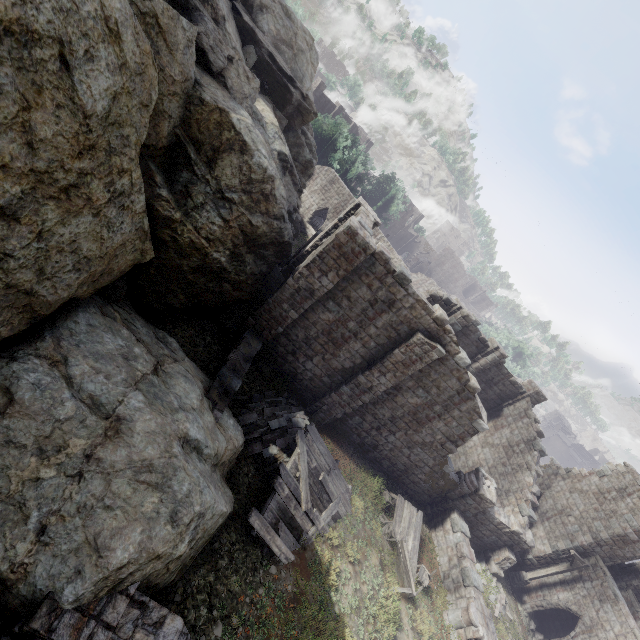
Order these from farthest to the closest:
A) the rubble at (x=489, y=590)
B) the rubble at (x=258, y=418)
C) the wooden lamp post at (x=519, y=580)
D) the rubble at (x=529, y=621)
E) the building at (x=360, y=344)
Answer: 1. the rubble at (x=529, y=621)
2. the wooden lamp post at (x=519, y=580)
3. the rubble at (x=489, y=590)
4. the building at (x=360, y=344)
5. the rubble at (x=258, y=418)

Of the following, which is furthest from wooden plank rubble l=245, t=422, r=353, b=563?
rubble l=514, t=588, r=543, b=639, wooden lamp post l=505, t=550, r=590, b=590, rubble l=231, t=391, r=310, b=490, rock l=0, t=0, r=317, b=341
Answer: rubble l=514, t=588, r=543, b=639

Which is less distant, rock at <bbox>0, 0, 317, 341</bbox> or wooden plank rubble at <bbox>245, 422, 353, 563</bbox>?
rock at <bbox>0, 0, 317, 341</bbox>

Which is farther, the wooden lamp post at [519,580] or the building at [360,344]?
the wooden lamp post at [519,580]

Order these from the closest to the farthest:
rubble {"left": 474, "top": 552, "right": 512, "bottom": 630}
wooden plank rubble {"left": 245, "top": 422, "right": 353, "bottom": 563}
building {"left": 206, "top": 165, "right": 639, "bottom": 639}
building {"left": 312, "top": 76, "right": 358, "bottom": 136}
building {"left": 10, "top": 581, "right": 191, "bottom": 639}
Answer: building {"left": 10, "top": 581, "right": 191, "bottom": 639} < wooden plank rubble {"left": 245, "top": 422, "right": 353, "bottom": 563} < building {"left": 206, "top": 165, "right": 639, "bottom": 639} < rubble {"left": 474, "top": 552, "right": 512, "bottom": 630} < building {"left": 312, "top": 76, "right": 358, "bottom": 136}

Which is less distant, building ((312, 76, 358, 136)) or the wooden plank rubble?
the wooden plank rubble

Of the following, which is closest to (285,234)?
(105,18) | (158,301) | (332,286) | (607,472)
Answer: (332,286)

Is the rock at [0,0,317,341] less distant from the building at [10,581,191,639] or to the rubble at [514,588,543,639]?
the building at [10,581,191,639]
